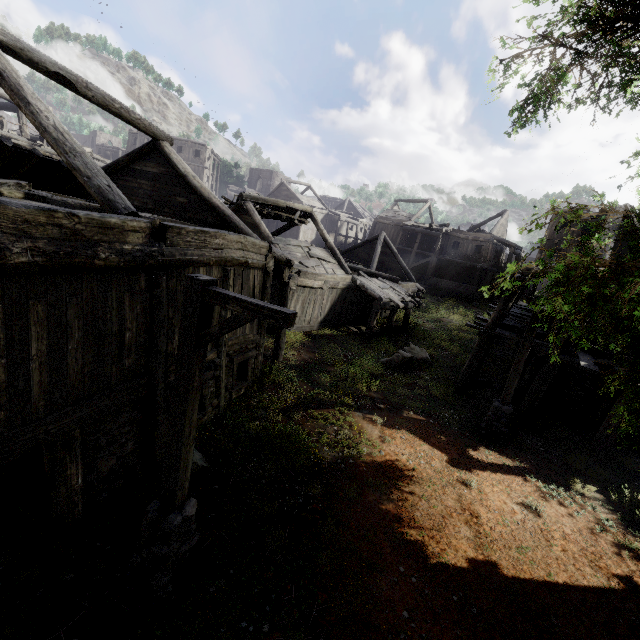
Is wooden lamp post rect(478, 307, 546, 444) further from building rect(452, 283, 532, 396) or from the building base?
Answer: the building base

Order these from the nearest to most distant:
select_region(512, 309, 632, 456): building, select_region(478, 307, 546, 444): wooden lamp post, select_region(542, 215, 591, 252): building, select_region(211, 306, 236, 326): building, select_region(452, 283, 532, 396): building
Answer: select_region(211, 306, 236, 326): building → select_region(478, 307, 546, 444): wooden lamp post → select_region(512, 309, 632, 456): building → select_region(452, 283, 532, 396): building → select_region(542, 215, 591, 252): building

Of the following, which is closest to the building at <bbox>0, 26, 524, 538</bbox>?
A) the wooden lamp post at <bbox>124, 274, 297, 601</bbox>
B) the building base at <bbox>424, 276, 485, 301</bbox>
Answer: the building base at <bbox>424, 276, 485, 301</bbox>

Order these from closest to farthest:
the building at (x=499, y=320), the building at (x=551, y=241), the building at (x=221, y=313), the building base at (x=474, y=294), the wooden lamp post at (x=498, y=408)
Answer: the building at (x=221, y=313), the wooden lamp post at (x=498, y=408), the building at (x=499, y=320), the building at (x=551, y=241), the building base at (x=474, y=294)

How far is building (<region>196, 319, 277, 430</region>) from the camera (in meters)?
8.43

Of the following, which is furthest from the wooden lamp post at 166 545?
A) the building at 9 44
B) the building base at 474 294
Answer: the building base at 474 294

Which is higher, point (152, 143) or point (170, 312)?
point (152, 143)

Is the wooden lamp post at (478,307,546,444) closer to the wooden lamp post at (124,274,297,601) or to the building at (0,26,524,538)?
the building at (0,26,524,538)
